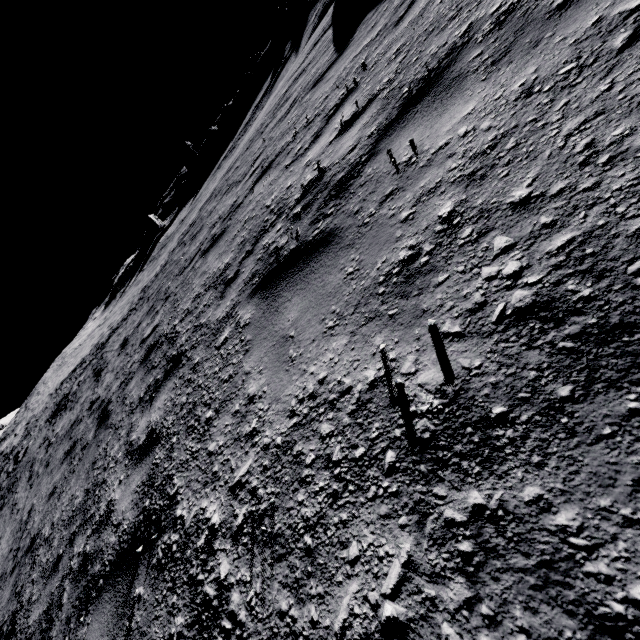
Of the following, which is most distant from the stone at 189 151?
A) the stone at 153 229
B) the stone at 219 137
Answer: the stone at 153 229

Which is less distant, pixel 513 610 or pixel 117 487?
pixel 513 610

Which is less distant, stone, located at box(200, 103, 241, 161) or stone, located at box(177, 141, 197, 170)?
stone, located at box(200, 103, 241, 161)

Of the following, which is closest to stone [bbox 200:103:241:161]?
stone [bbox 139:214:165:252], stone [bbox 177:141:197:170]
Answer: stone [bbox 177:141:197:170]

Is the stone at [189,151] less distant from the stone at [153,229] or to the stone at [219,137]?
the stone at [219,137]

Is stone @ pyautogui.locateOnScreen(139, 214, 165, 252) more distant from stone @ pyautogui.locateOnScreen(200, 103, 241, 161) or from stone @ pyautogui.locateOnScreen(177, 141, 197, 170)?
stone @ pyautogui.locateOnScreen(200, 103, 241, 161)

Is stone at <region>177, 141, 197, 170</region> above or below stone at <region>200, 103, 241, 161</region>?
above
